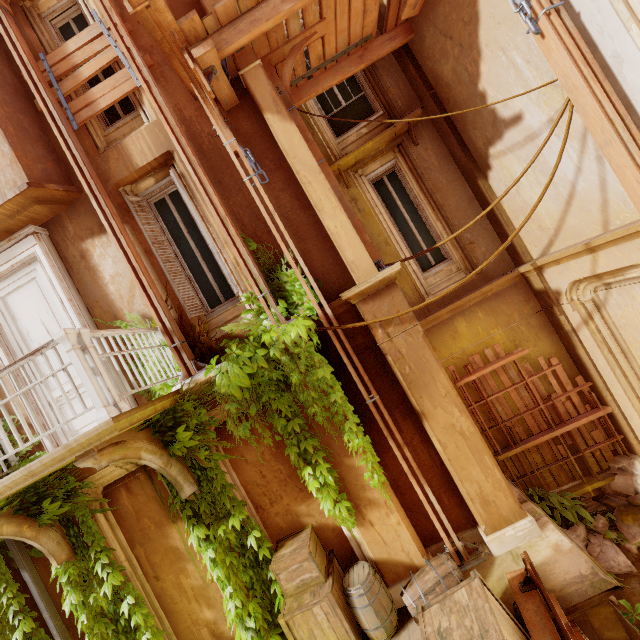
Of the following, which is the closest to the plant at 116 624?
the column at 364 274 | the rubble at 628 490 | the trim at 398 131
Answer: the column at 364 274

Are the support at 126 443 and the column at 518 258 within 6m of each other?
no

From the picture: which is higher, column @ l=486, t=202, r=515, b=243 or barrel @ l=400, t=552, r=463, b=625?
column @ l=486, t=202, r=515, b=243

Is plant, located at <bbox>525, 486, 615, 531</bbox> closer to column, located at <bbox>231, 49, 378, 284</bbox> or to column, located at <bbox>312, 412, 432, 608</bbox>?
column, located at <bbox>312, 412, 432, 608</bbox>

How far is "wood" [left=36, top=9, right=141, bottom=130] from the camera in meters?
5.4 m

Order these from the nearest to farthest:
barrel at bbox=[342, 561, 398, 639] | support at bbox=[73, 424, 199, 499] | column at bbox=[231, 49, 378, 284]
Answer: support at bbox=[73, 424, 199, 499]
barrel at bbox=[342, 561, 398, 639]
column at bbox=[231, 49, 378, 284]

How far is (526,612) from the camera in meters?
3.6

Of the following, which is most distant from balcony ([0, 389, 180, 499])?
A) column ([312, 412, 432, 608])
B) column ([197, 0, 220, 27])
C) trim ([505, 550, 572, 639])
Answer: column ([197, 0, 220, 27])
